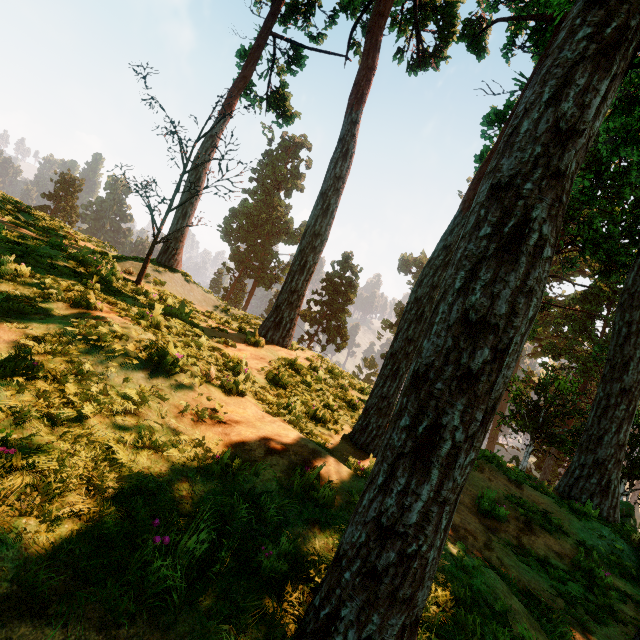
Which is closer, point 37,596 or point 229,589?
point 37,596

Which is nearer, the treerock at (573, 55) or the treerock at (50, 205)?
the treerock at (573, 55)

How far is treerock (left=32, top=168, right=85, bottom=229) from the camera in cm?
5522

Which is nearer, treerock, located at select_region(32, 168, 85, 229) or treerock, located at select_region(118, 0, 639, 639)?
treerock, located at select_region(118, 0, 639, 639)

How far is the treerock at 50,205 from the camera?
55.2 meters
